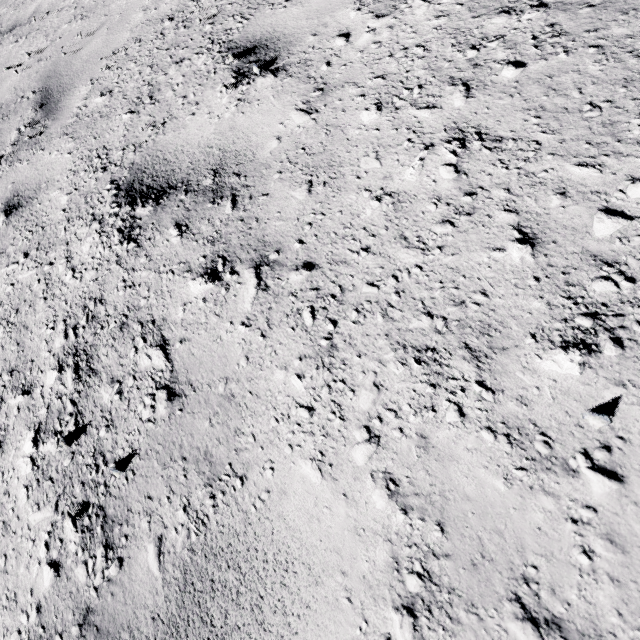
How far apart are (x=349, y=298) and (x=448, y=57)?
1.18m
